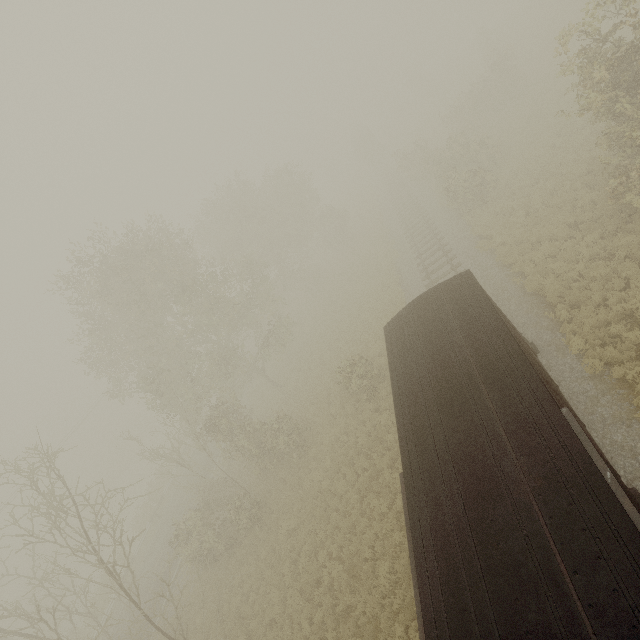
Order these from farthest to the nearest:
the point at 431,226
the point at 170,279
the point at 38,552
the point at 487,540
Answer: the point at 38,552 → the point at 431,226 → the point at 170,279 → the point at 487,540

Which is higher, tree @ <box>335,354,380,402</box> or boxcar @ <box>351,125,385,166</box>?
boxcar @ <box>351,125,385,166</box>

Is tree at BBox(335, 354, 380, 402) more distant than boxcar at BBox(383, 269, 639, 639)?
Yes

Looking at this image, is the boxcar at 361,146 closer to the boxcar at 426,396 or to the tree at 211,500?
the tree at 211,500

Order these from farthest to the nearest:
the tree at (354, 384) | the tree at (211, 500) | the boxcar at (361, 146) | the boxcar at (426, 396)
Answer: the boxcar at (361, 146) → the tree at (354, 384) → the tree at (211, 500) → the boxcar at (426, 396)

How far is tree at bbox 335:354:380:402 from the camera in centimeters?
1778cm

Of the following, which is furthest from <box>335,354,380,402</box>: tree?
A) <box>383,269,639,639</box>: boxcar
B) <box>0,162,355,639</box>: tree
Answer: <box>383,269,639,639</box>: boxcar

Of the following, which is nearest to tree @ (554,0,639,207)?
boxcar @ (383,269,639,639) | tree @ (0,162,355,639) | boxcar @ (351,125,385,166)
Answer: tree @ (0,162,355,639)
